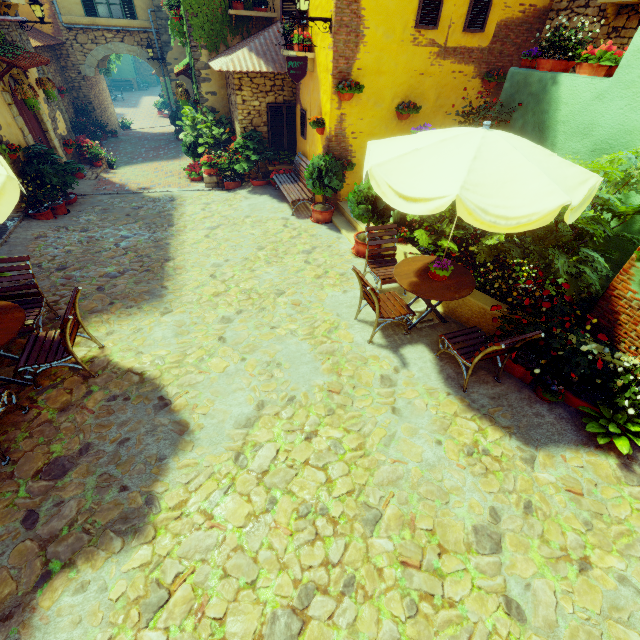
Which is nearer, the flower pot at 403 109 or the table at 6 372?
the table at 6 372

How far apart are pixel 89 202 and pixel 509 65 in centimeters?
1214cm

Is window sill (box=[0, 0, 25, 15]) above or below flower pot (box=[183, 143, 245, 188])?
above

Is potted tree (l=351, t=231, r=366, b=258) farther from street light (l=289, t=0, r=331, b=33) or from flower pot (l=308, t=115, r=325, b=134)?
street light (l=289, t=0, r=331, b=33)

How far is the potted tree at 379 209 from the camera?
6.2m

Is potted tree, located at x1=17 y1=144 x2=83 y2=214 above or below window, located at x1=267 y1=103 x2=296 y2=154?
below

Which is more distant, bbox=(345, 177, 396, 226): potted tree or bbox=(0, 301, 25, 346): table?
bbox=(345, 177, 396, 226): potted tree

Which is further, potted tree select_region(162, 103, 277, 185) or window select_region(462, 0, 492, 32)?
potted tree select_region(162, 103, 277, 185)
